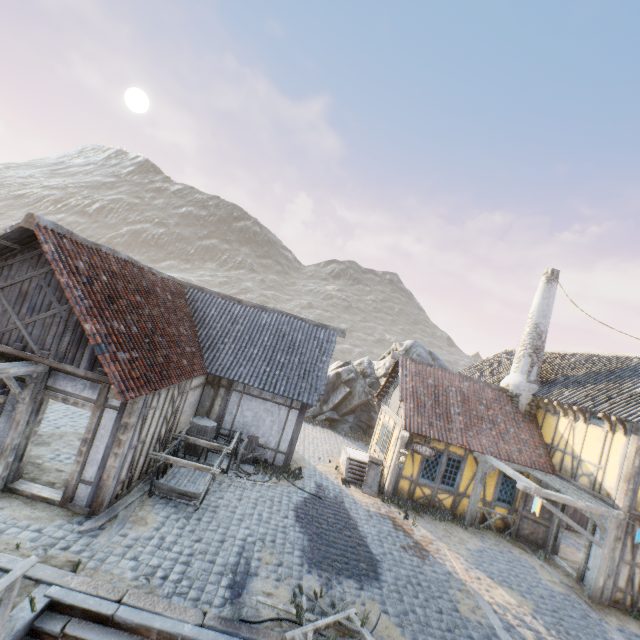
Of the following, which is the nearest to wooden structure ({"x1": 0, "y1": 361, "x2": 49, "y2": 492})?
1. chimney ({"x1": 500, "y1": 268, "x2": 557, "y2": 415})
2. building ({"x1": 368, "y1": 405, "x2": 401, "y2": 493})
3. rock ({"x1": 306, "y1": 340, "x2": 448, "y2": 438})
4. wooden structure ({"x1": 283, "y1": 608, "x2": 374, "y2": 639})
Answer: rock ({"x1": 306, "y1": 340, "x2": 448, "y2": 438})

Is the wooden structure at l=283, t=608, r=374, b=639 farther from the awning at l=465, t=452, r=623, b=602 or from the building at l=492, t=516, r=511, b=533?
the building at l=492, t=516, r=511, b=533

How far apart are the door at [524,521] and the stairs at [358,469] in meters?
5.4 m

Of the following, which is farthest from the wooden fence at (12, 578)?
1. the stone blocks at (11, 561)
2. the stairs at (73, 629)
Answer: the stairs at (73, 629)

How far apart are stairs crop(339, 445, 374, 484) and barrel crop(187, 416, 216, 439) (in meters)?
5.66

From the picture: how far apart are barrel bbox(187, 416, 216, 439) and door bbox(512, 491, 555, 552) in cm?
1240

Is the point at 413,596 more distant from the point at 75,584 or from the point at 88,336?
the point at 88,336

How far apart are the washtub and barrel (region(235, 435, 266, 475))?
4.2 meters
